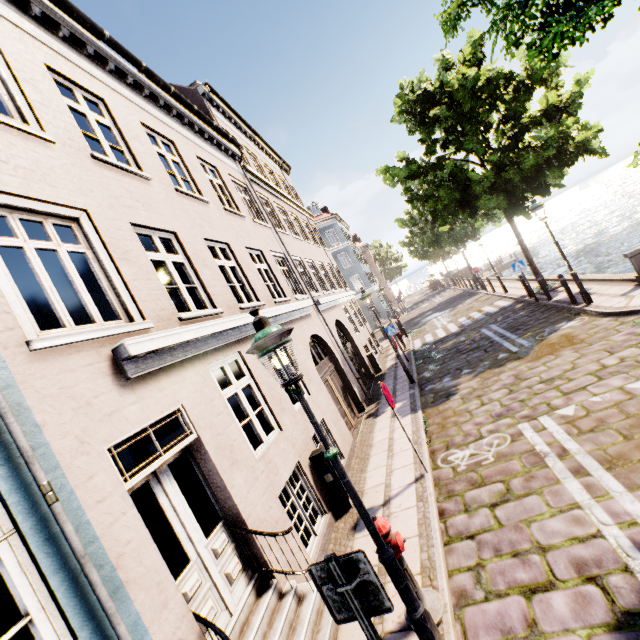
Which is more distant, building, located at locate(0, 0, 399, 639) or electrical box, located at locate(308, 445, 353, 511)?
electrical box, located at locate(308, 445, 353, 511)

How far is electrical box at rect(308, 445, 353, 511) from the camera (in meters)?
6.41

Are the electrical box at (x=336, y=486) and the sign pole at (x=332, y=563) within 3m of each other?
no

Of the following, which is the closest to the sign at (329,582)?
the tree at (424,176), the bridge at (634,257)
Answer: the tree at (424,176)

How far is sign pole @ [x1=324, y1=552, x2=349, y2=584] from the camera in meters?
2.4 m

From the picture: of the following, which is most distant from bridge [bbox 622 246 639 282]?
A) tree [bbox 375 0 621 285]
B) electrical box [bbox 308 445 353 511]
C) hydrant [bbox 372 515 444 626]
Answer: electrical box [bbox 308 445 353 511]

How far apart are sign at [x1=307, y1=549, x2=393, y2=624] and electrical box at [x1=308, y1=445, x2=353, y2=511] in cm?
393

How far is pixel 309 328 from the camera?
10.6 meters
